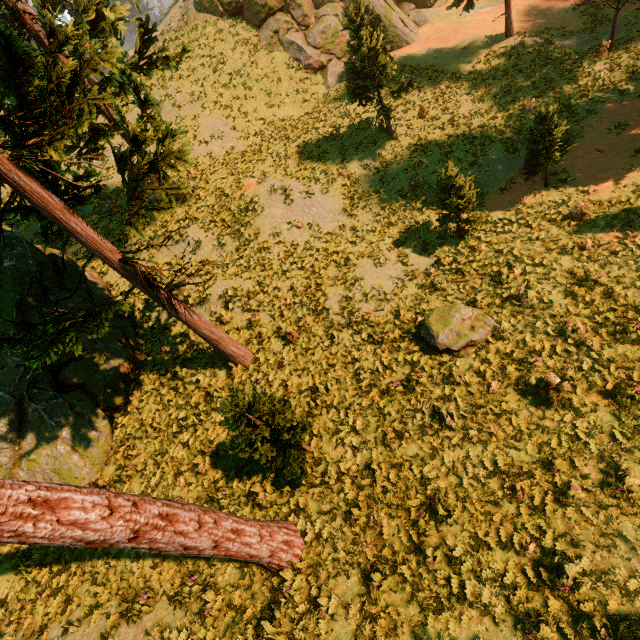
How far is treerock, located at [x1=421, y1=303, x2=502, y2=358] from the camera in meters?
9.7 m

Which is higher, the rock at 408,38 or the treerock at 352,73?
the treerock at 352,73

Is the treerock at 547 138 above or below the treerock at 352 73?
below

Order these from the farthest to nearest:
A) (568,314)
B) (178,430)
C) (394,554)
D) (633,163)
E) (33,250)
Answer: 1. (633,163)
2. (33,250)
3. (178,430)
4. (568,314)
5. (394,554)

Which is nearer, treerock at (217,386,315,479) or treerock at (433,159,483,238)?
treerock at (217,386,315,479)
